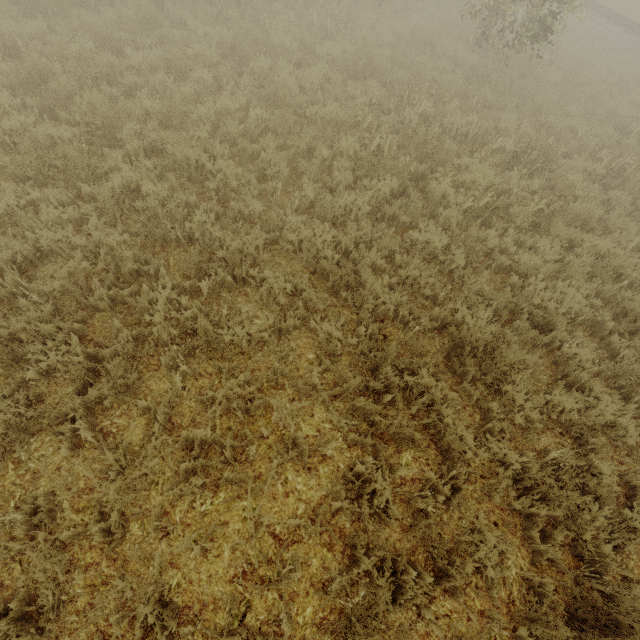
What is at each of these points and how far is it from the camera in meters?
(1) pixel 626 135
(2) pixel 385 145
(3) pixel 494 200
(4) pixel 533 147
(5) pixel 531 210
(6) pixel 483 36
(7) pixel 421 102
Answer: (1) tree, 9.2
(2) tree, 6.3
(3) tree, 6.0
(4) tree, 7.1
(5) tree, 6.2
(6) tree, 11.0
(7) tree, 7.4

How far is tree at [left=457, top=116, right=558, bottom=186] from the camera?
6.5 meters

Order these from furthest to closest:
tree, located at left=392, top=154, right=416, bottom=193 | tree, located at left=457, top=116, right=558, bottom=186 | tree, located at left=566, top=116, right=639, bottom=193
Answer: tree, located at left=566, top=116, right=639, bottom=193
tree, located at left=457, top=116, right=558, bottom=186
tree, located at left=392, top=154, right=416, bottom=193

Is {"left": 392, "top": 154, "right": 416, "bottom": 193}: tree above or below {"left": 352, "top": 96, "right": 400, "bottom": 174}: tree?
above

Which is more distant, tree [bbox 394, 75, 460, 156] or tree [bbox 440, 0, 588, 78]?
tree [bbox 440, 0, 588, 78]

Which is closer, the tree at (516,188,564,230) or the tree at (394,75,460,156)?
the tree at (516,188,564,230)

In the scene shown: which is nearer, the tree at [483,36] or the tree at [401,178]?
the tree at [401,178]
